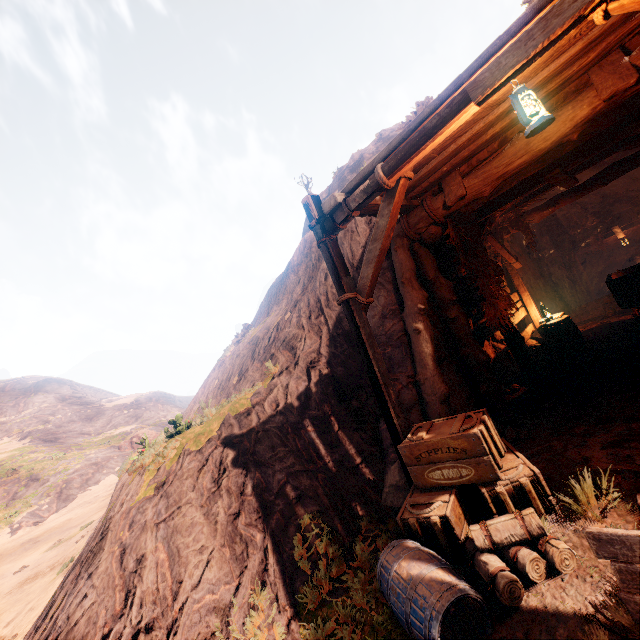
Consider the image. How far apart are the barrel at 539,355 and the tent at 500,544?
5.7m

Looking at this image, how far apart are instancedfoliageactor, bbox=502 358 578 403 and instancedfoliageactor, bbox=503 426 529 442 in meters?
2.7

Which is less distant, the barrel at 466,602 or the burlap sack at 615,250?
the barrel at 466,602

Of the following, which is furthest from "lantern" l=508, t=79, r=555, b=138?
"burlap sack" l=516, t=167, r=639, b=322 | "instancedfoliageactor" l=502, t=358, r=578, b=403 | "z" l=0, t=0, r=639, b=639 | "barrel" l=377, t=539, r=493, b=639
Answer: "burlap sack" l=516, t=167, r=639, b=322

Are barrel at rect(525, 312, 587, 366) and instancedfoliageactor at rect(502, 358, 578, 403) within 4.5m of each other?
yes

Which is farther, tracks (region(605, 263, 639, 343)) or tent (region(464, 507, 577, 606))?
tracks (region(605, 263, 639, 343))

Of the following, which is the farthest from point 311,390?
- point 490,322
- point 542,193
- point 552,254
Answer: point 552,254

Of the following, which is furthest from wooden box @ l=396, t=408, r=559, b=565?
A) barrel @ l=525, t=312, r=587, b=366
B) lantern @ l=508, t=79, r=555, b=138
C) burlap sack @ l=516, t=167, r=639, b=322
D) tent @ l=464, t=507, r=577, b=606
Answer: burlap sack @ l=516, t=167, r=639, b=322
